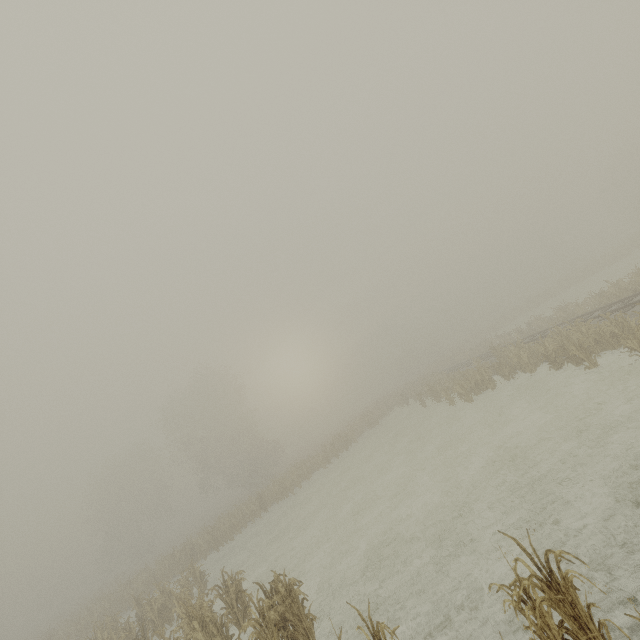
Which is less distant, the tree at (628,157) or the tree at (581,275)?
the tree at (581,275)

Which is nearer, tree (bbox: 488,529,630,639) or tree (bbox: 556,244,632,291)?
tree (bbox: 488,529,630,639)

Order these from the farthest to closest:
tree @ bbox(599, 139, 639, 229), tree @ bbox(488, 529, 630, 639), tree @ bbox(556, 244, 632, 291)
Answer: tree @ bbox(599, 139, 639, 229), tree @ bbox(556, 244, 632, 291), tree @ bbox(488, 529, 630, 639)

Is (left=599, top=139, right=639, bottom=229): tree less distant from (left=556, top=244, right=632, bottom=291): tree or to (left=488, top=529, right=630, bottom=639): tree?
(left=556, top=244, right=632, bottom=291): tree

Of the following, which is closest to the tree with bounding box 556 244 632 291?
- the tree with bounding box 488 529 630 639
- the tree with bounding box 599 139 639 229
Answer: the tree with bounding box 599 139 639 229

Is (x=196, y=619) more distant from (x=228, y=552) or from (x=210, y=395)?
(x=210, y=395)

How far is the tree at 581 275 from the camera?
40.03m
